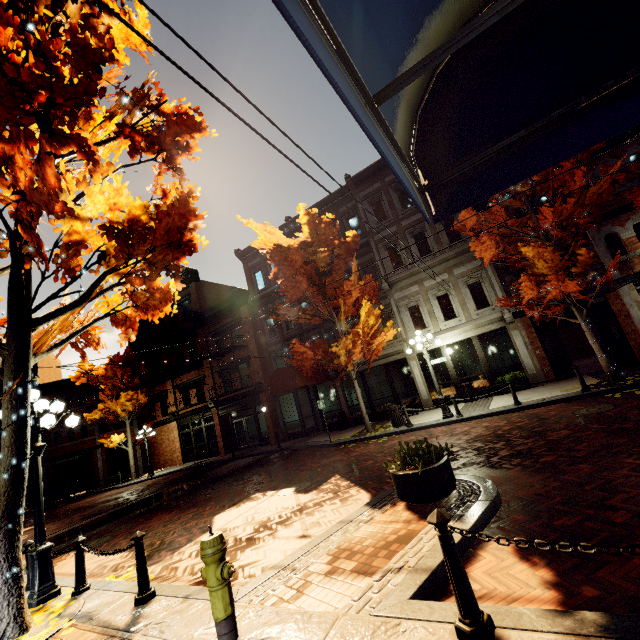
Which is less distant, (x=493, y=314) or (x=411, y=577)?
(x=411, y=577)

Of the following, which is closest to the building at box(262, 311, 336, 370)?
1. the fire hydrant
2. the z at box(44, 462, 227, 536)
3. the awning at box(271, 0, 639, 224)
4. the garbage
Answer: the awning at box(271, 0, 639, 224)

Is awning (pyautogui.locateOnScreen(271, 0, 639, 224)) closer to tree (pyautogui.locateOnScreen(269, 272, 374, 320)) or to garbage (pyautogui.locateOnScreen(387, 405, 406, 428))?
tree (pyautogui.locateOnScreen(269, 272, 374, 320))

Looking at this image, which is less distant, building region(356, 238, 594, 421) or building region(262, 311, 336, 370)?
building region(356, 238, 594, 421)

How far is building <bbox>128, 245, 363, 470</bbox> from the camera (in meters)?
21.48

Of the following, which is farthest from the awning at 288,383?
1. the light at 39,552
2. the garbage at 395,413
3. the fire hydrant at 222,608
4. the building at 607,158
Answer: the fire hydrant at 222,608

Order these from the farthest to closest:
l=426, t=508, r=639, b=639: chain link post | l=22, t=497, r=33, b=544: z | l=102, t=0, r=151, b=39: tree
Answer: l=22, t=497, r=33, b=544: z, l=102, t=0, r=151, b=39: tree, l=426, t=508, r=639, b=639: chain link post

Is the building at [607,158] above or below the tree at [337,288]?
above
